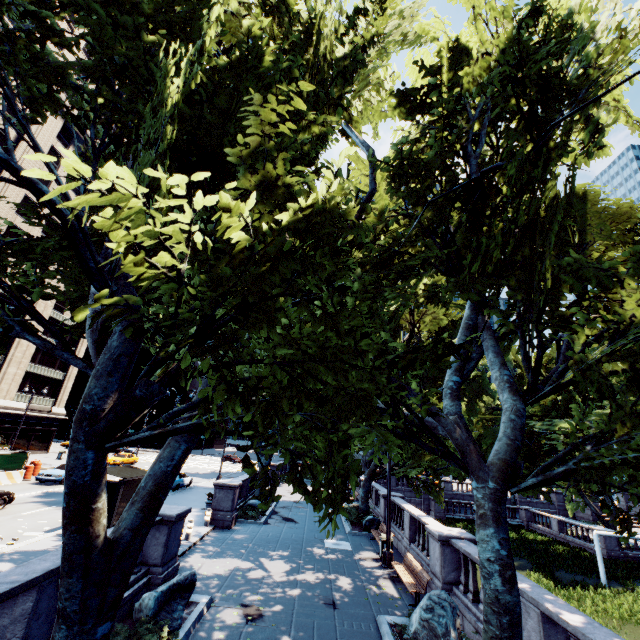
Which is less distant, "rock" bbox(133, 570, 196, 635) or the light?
"rock" bbox(133, 570, 196, 635)

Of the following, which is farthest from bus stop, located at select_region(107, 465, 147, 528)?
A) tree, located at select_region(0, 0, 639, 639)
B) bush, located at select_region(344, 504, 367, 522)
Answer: bush, located at select_region(344, 504, 367, 522)

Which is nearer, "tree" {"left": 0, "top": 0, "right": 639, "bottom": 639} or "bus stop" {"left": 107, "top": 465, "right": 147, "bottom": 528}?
"tree" {"left": 0, "top": 0, "right": 639, "bottom": 639}

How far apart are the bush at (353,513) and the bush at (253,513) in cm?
572

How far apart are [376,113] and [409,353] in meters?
8.8 m

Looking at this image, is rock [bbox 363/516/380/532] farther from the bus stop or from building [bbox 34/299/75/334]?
building [bbox 34/299/75/334]

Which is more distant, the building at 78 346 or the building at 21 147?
the building at 78 346

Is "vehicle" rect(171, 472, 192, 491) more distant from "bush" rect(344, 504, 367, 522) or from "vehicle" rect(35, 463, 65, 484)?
"bush" rect(344, 504, 367, 522)
